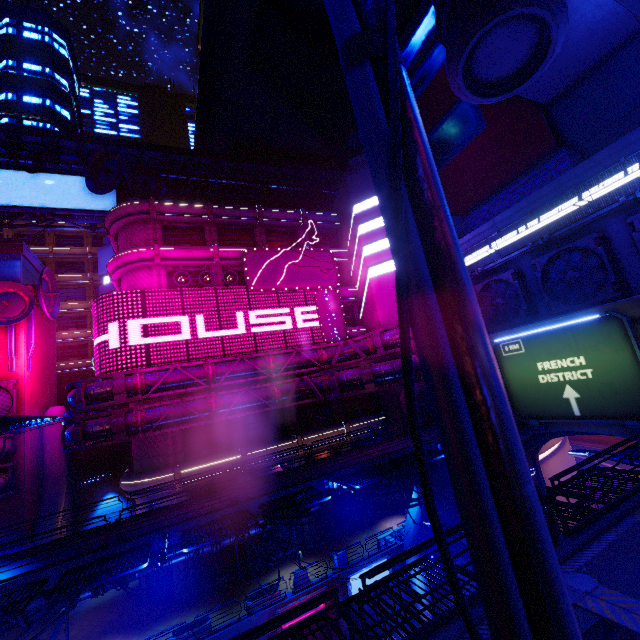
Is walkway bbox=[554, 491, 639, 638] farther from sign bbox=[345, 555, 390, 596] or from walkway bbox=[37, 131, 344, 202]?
sign bbox=[345, 555, 390, 596]

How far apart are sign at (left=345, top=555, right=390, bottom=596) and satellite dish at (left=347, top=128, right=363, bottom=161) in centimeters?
3907cm

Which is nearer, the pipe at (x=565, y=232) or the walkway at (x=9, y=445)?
the pipe at (x=565, y=232)

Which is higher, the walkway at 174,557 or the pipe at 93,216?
the pipe at 93,216

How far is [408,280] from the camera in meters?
0.6 m

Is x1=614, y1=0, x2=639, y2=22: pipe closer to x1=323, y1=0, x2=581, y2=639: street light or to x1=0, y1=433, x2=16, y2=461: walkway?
x1=0, y1=433, x2=16, y2=461: walkway

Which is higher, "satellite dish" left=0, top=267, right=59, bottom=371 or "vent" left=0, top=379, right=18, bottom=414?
"satellite dish" left=0, top=267, right=59, bottom=371

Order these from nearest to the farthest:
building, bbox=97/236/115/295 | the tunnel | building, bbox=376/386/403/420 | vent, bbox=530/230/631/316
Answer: vent, bbox=530/230/631/316 < the tunnel < building, bbox=376/386/403/420 < building, bbox=97/236/115/295
